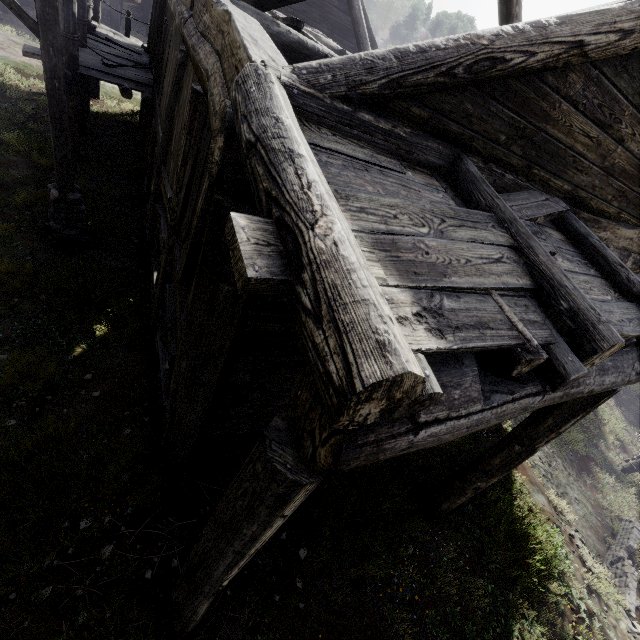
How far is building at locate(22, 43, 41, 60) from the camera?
8.35m

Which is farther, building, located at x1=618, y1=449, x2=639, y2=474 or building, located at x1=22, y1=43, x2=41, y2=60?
building, located at x1=618, y1=449, x2=639, y2=474

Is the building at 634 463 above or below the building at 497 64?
below

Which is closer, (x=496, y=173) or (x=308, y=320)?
(x=308, y=320)

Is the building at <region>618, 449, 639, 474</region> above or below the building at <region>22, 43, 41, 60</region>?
below

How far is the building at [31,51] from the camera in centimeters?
835cm

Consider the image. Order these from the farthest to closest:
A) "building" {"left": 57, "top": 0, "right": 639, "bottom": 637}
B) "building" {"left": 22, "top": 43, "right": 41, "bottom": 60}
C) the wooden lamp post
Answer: "building" {"left": 22, "top": 43, "right": 41, "bottom": 60}, the wooden lamp post, "building" {"left": 57, "top": 0, "right": 639, "bottom": 637}
